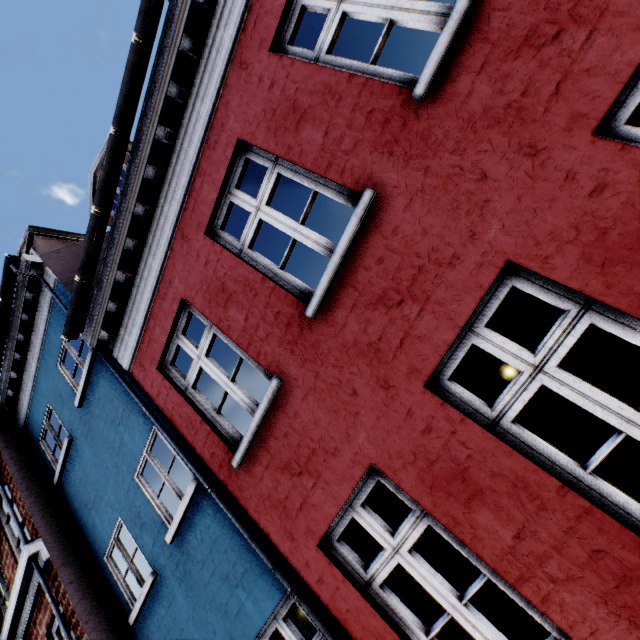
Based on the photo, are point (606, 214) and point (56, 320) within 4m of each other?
no
